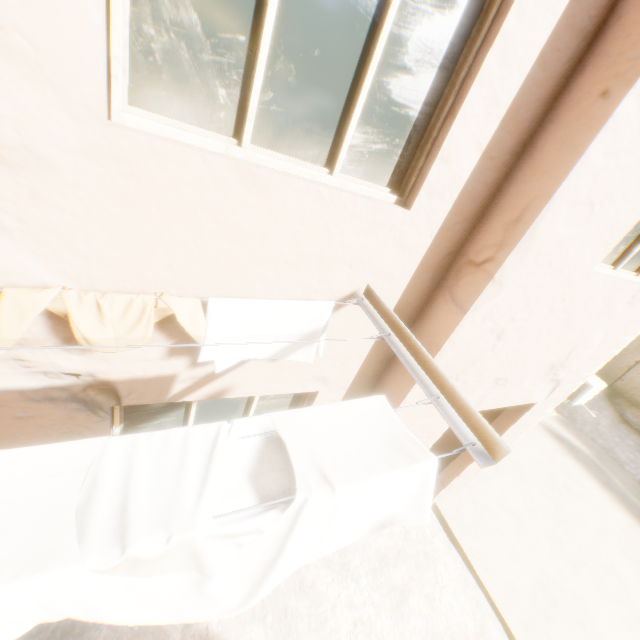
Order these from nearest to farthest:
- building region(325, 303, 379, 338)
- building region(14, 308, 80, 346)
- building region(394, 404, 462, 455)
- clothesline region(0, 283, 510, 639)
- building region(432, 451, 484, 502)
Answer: clothesline region(0, 283, 510, 639), building region(14, 308, 80, 346), building region(325, 303, 379, 338), building region(394, 404, 462, 455), building region(432, 451, 484, 502)

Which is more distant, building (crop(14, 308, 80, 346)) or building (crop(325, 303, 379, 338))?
building (crop(325, 303, 379, 338))

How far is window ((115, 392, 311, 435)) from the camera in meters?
2.3

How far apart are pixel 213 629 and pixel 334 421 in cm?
429

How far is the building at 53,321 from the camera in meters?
1.5 m

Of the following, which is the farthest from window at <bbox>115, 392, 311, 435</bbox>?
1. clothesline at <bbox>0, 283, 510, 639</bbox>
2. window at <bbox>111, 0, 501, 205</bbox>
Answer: window at <bbox>111, 0, 501, 205</bbox>

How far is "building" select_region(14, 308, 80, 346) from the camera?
1.5m
